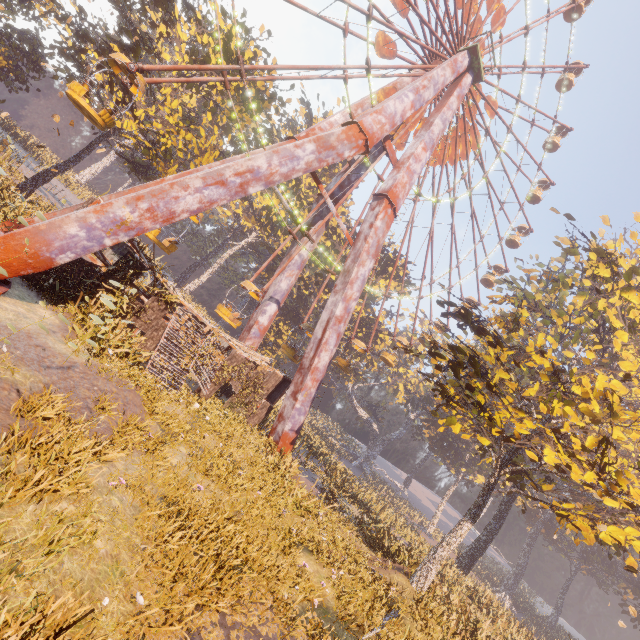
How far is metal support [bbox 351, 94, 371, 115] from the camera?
21.75m

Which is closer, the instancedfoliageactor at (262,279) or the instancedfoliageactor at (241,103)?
the instancedfoliageactor at (241,103)

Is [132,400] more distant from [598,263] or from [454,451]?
[454,451]

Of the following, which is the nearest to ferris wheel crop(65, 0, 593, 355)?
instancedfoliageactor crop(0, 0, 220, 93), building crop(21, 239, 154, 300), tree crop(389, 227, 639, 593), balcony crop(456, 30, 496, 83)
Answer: balcony crop(456, 30, 496, 83)

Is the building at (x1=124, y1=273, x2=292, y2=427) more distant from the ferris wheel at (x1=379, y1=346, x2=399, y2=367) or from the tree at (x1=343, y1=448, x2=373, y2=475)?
the tree at (x1=343, y1=448, x2=373, y2=475)

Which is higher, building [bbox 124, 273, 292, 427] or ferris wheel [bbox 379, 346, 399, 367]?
ferris wheel [bbox 379, 346, 399, 367]

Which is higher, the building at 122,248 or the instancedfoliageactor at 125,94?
the instancedfoliageactor at 125,94

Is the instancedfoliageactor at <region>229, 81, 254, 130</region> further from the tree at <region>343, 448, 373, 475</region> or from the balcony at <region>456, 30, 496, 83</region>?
the balcony at <region>456, 30, 496, 83</region>
